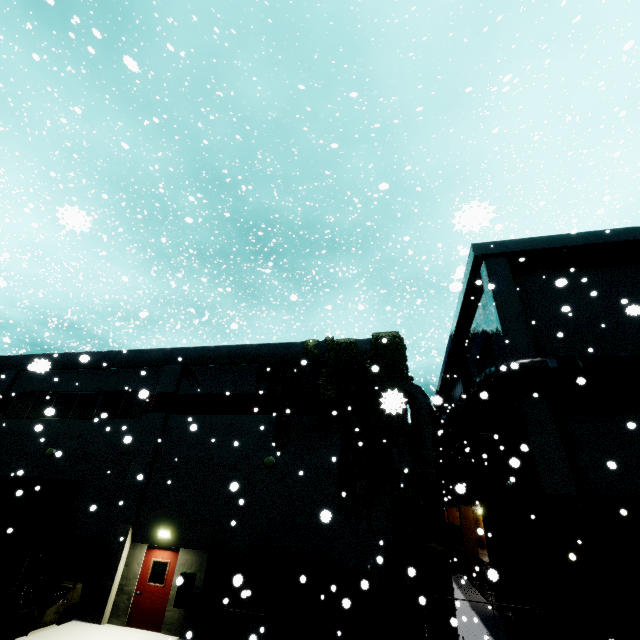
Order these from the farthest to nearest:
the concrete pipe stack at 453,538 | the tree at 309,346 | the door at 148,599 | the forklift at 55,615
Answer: the concrete pipe stack at 453,538, the tree at 309,346, the door at 148,599, the forklift at 55,615

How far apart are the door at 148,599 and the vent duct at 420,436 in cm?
895

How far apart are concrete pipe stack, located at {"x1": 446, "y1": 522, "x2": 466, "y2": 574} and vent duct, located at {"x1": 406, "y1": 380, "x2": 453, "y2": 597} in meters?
20.9

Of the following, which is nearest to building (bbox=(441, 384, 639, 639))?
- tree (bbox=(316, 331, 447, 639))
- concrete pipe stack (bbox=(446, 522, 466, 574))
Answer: tree (bbox=(316, 331, 447, 639))

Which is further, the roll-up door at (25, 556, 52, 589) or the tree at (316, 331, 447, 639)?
the roll-up door at (25, 556, 52, 589)

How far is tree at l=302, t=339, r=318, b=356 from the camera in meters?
14.8 m

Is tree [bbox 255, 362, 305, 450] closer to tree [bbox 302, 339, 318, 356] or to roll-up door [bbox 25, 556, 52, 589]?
tree [bbox 302, 339, 318, 356]

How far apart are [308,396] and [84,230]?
13.04m
